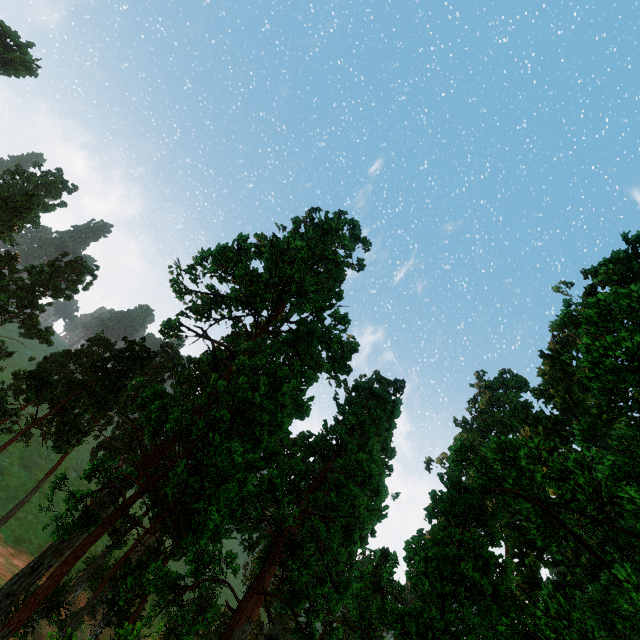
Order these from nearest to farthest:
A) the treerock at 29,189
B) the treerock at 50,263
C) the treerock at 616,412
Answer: the treerock at 616,412, the treerock at 50,263, the treerock at 29,189

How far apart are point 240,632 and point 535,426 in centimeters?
4291cm

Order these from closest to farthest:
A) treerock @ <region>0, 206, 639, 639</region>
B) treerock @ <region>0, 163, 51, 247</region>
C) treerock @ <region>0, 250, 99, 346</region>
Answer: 1. treerock @ <region>0, 206, 639, 639</region>
2. treerock @ <region>0, 250, 99, 346</region>
3. treerock @ <region>0, 163, 51, 247</region>

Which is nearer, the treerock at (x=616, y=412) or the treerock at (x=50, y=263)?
the treerock at (x=616, y=412)

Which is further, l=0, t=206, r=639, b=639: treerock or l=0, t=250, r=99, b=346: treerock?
l=0, t=250, r=99, b=346: treerock
